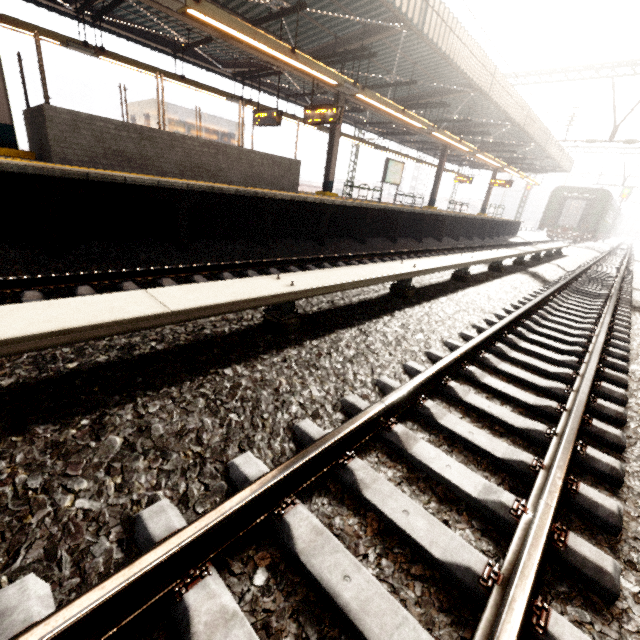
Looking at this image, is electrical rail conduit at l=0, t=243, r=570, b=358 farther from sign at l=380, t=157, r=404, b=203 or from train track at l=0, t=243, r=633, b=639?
sign at l=380, t=157, r=404, b=203

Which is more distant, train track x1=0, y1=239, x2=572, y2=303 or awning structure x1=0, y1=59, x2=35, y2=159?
awning structure x1=0, y1=59, x2=35, y2=159

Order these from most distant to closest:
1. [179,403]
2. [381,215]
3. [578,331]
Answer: [381,215], [578,331], [179,403]

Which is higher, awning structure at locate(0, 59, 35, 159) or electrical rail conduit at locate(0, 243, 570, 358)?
awning structure at locate(0, 59, 35, 159)

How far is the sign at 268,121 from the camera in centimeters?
1145cm

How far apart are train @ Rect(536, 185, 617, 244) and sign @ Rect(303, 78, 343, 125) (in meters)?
25.87

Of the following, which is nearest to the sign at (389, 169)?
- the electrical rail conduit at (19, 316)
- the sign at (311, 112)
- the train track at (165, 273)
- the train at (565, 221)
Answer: the train track at (165, 273)

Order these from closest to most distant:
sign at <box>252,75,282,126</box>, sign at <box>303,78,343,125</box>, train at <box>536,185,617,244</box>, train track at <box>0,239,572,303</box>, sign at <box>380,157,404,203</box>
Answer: train track at <box>0,239,572,303</box>
sign at <box>303,78,343,125</box>
sign at <box>252,75,282,126</box>
sign at <box>380,157,404,203</box>
train at <box>536,185,617,244</box>
